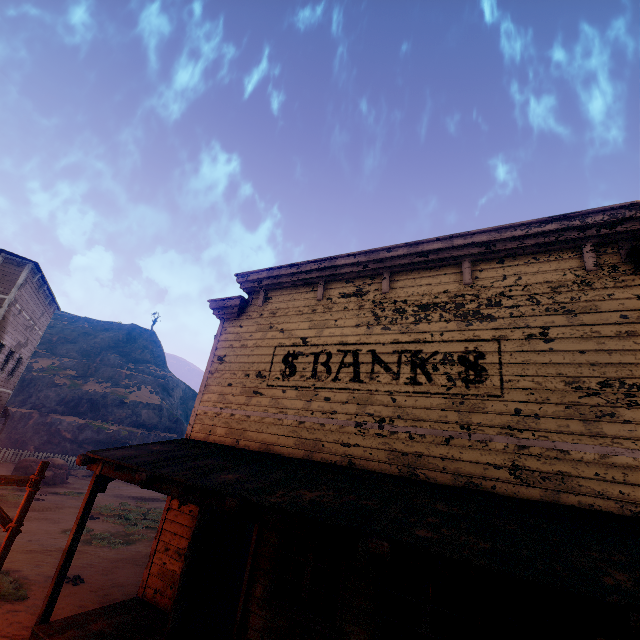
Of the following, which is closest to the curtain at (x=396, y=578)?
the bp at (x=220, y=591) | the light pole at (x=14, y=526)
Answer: the bp at (x=220, y=591)

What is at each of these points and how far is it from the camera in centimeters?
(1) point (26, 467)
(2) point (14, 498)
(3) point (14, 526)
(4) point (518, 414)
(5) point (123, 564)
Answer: (1) instancedfoliageactor, 1986cm
(2) z, 1551cm
(3) light pole, 611cm
(4) building, 507cm
(5) z, 1088cm

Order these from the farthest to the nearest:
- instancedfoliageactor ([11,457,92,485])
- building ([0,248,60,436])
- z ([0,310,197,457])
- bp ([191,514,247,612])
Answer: z ([0,310,197,457]), instancedfoliageactor ([11,457,92,485]), building ([0,248,60,436]), bp ([191,514,247,612])

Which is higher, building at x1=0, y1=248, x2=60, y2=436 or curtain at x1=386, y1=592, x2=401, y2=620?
building at x1=0, y1=248, x2=60, y2=436

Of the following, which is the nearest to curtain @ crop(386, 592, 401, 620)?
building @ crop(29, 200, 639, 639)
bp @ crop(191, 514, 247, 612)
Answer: building @ crop(29, 200, 639, 639)

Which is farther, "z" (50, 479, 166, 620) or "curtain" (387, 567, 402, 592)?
"z" (50, 479, 166, 620)

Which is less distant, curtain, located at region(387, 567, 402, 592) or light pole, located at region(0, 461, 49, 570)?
curtain, located at region(387, 567, 402, 592)

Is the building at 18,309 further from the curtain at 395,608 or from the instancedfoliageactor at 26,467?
the instancedfoliageactor at 26,467
